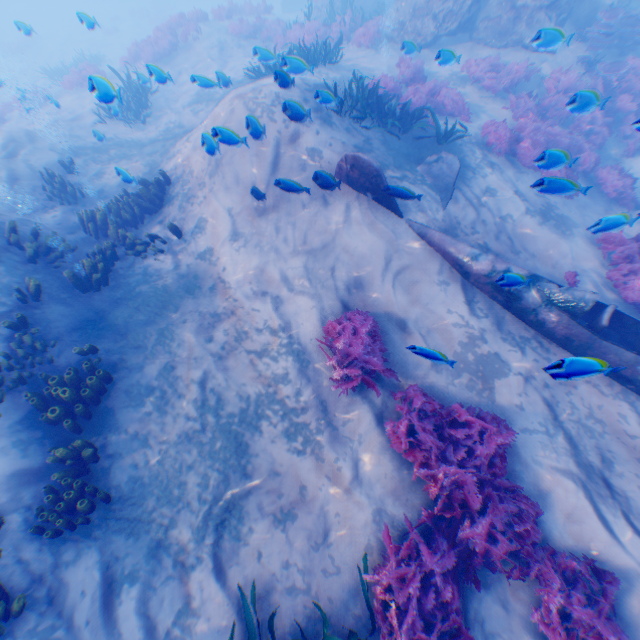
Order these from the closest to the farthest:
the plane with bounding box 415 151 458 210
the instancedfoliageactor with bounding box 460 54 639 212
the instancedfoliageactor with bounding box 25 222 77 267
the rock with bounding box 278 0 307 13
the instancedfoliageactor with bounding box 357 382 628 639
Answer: the instancedfoliageactor with bounding box 357 382 628 639 → the instancedfoliageactor with bounding box 460 54 639 212 → the instancedfoliageactor with bounding box 25 222 77 267 → the plane with bounding box 415 151 458 210 → the rock with bounding box 278 0 307 13

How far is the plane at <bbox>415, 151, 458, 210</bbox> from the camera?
7.9m

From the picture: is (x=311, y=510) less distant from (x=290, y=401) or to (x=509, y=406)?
(x=290, y=401)

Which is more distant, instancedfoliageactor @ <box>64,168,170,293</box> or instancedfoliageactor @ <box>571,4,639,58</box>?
instancedfoliageactor @ <box>571,4,639,58</box>

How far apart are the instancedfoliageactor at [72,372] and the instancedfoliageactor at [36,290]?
1.7m

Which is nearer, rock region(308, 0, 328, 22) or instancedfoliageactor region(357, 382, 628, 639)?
instancedfoliageactor region(357, 382, 628, 639)

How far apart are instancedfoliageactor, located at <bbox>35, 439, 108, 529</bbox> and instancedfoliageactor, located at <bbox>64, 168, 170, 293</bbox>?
5.8m

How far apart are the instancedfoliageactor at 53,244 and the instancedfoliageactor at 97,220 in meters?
1.0
